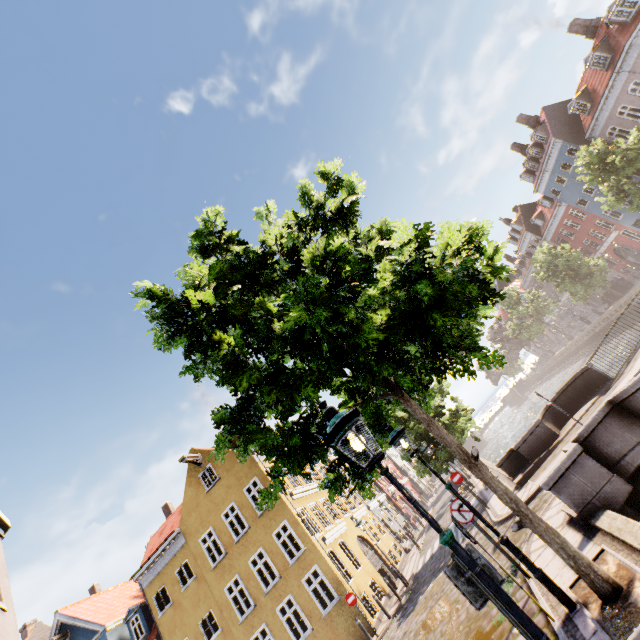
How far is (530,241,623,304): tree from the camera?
31.3m

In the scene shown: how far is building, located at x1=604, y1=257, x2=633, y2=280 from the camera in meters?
39.8 m

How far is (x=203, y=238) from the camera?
8.0m

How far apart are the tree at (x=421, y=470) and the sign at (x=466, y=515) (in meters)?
13.26

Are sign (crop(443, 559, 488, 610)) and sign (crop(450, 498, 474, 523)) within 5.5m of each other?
yes

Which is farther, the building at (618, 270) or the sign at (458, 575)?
the building at (618, 270)

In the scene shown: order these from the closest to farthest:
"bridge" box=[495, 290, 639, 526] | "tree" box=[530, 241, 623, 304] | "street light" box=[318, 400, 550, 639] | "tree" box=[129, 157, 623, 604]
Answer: "street light" box=[318, 400, 550, 639], "tree" box=[129, 157, 623, 604], "bridge" box=[495, 290, 639, 526], "tree" box=[530, 241, 623, 304]

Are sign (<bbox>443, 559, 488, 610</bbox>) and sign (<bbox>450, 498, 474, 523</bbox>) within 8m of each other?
yes
